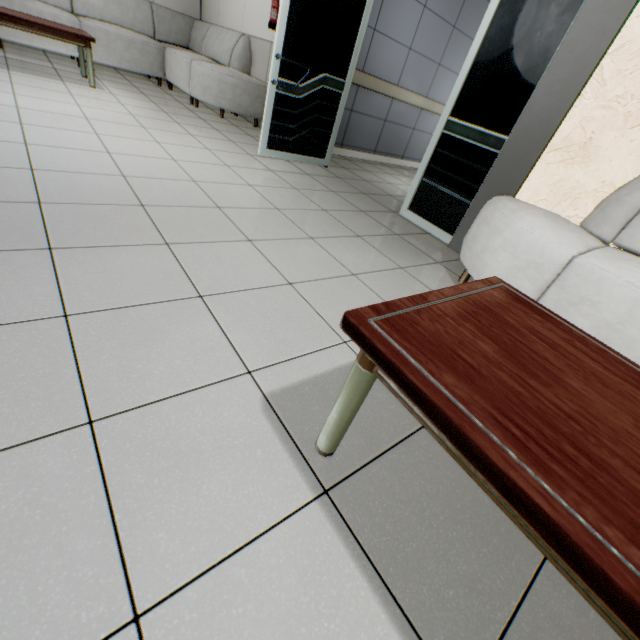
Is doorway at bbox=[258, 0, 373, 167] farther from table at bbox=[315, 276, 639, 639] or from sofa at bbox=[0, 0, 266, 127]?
table at bbox=[315, 276, 639, 639]

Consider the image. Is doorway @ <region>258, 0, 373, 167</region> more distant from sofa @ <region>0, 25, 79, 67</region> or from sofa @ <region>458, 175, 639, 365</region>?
sofa @ <region>0, 25, 79, 67</region>

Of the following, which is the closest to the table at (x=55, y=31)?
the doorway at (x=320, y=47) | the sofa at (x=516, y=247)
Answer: the doorway at (x=320, y=47)

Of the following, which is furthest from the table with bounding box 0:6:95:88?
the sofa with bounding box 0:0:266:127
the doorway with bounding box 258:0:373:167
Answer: the doorway with bounding box 258:0:373:167

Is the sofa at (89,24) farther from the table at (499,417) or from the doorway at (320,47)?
the table at (499,417)

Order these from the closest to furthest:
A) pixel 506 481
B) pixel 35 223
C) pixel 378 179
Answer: pixel 506 481, pixel 35 223, pixel 378 179

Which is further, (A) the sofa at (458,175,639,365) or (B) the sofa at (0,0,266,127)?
(B) the sofa at (0,0,266,127)
